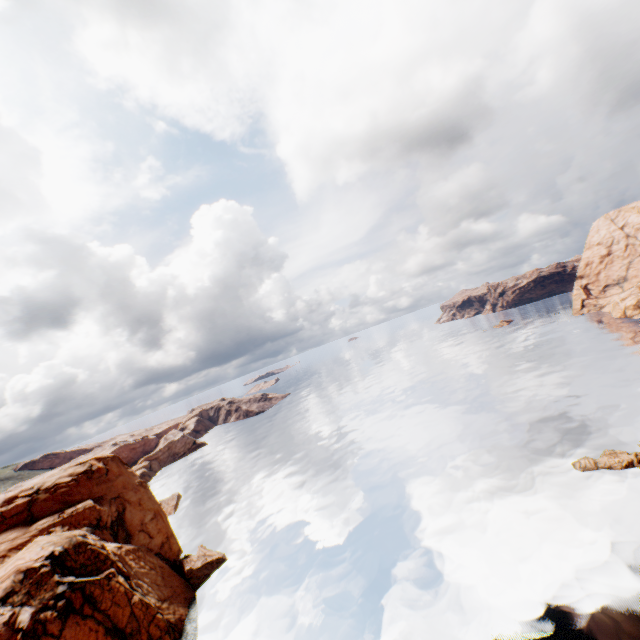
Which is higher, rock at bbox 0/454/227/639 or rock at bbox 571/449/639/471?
rock at bbox 0/454/227/639

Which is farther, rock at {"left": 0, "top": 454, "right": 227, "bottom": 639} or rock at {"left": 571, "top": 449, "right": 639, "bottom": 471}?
rock at {"left": 571, "top": 449, "right": 639, "bottom": 471}

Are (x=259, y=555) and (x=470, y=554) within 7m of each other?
no

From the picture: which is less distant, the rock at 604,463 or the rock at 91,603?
the rock at 91,603

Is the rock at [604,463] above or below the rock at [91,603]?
below
